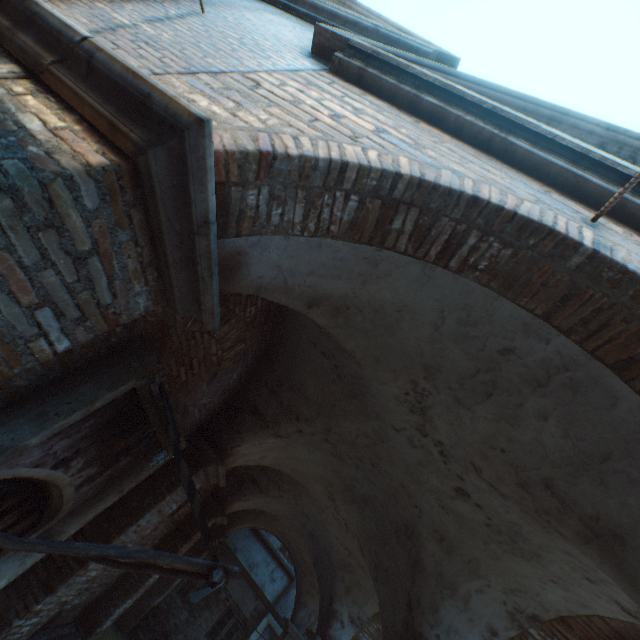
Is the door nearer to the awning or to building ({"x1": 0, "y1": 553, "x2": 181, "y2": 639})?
the awning

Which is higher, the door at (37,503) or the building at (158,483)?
the building at (158,483)

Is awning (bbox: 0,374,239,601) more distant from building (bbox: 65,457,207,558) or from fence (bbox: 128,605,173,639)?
fence (bbox: 128,605,173,639)

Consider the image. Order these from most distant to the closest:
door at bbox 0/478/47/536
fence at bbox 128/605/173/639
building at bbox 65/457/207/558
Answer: fence at bbox 128/605/173/639 → building at bbox 65/457/207/558 → door at bbox 0/478/47/536

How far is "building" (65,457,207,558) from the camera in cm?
448

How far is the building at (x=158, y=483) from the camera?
4.5m

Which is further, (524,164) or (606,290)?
(524,164)

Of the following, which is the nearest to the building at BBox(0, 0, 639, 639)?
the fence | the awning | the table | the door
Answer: the awning
